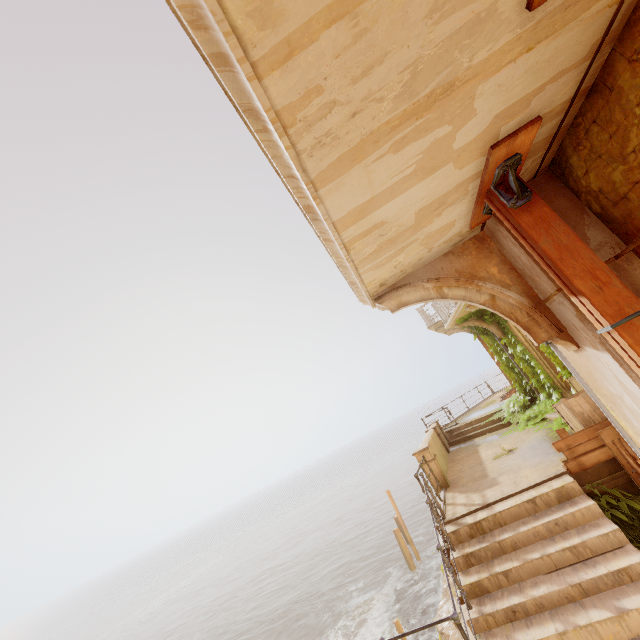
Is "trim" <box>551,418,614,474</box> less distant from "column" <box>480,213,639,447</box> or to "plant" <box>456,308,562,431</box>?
"plant" <box>456,308,562,431</box>

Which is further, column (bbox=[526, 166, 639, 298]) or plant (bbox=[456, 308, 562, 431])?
plant (bbox=[456, 308, 562, 431])

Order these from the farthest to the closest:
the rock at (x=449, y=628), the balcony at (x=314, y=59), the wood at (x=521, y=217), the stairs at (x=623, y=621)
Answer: the rock at (x=449, y=628) → the stairs at (x=623, y=621) → the wood at (x=521, y=217) → the balcony at (x=314, y=59)

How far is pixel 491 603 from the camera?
5.1 meters

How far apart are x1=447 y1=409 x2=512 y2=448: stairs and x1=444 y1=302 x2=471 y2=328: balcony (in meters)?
4.19

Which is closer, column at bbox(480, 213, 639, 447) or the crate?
column at bbox(480, 213, 639, 447)

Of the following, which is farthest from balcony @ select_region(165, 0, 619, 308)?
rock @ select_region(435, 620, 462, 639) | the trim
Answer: rock @ select_region(435, 620, 462, 639)

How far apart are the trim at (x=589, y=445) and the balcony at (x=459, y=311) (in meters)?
4.80
